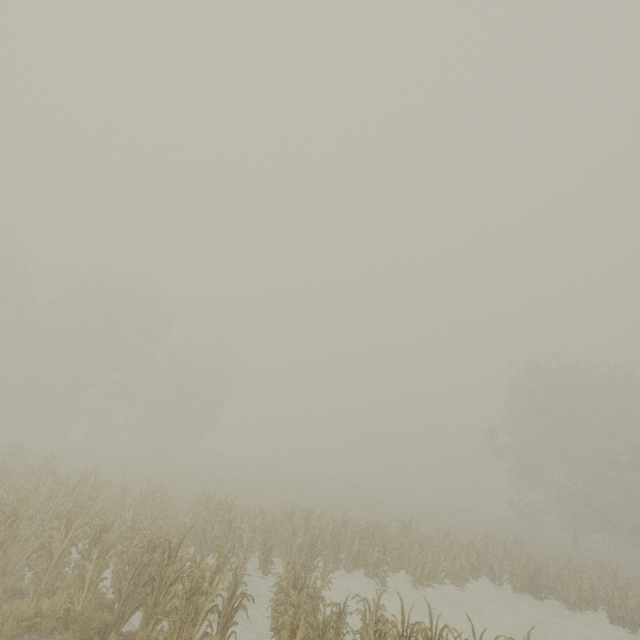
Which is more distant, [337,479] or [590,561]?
[337,479]
